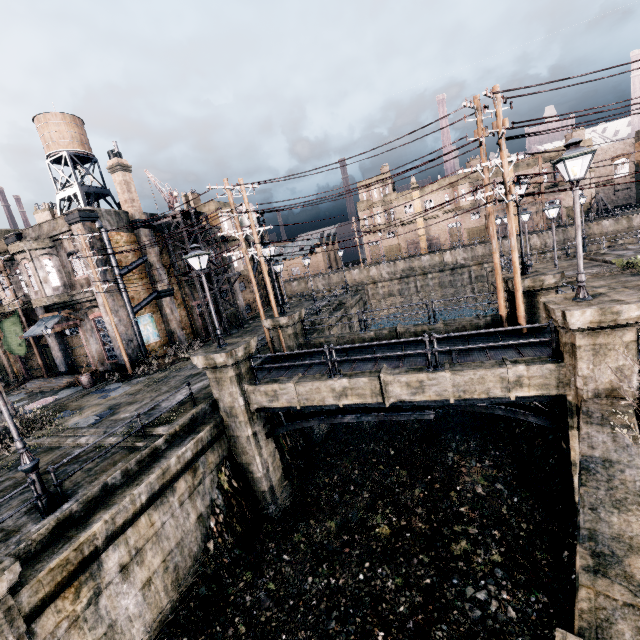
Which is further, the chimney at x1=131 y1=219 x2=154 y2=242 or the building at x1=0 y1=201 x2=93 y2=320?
the chimney at x1=131 y1=219 x2=154 y2=242

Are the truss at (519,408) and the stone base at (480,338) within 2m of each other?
no

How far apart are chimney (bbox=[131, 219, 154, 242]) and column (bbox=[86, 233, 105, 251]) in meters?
2.9

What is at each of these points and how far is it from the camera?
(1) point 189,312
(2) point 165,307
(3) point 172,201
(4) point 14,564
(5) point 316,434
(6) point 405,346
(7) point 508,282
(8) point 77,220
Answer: (1) building, 31.27m
(2) chimney, 27.48m
(3) crane, 28.69m
(4) column, 6.74m
(5) column, 19.56m
(6) stone base, 15.97m
(7) column, 14.49m
(8) column, 22.08m

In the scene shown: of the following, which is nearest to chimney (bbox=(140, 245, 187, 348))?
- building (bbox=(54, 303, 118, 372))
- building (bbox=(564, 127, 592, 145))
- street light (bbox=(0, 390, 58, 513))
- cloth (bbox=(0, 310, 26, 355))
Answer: building (bbox=(54, 303, 118, 372))

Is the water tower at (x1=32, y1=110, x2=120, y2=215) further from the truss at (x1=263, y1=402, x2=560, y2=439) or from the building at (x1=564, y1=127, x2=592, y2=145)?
the building at (x1=564, y1=127, x2=592, y2=145)

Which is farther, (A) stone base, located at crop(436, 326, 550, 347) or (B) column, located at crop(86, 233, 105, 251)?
(B) column, located at crop(86, 233, 105, 251)

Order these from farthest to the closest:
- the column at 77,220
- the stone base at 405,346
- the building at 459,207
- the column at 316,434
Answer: the building at 459,207, the column at 77,220, the column at 316,434, the stone base at 405,346
